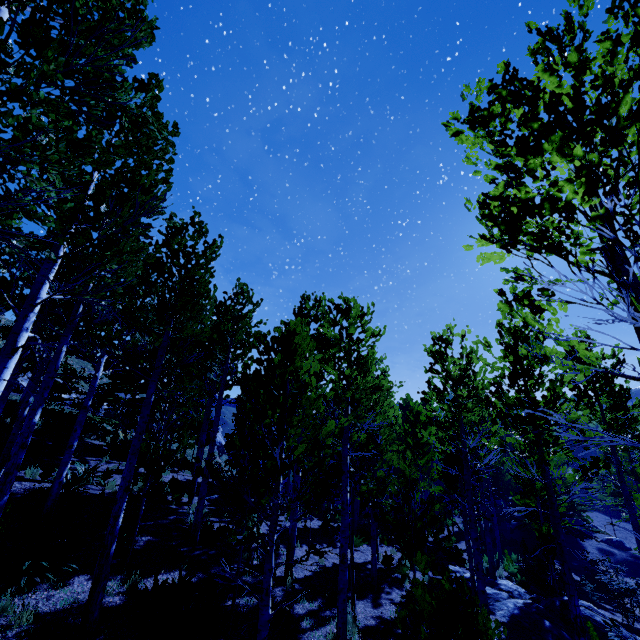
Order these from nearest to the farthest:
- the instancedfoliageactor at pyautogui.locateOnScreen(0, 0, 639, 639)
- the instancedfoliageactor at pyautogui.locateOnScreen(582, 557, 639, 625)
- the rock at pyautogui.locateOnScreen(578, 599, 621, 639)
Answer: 1. the instancedfoliageactor at pyautogui.locateOnScreen(0, 0, 639, 639)
2. the rock at pyautogui.locateOnScreen(578, 599, 621, 639)
3. the instancedfoliageactor at pyautogui.locateOnScreen(582, 557, 639, 625)

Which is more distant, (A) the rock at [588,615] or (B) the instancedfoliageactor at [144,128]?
(A) the rock at [588,615]

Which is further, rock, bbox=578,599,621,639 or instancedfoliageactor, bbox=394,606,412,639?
rock, bbox=578,599,621,639

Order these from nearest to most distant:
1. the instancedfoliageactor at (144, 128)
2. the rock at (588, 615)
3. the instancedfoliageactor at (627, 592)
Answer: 1. the instancedfoliageactor at (144, 128)
2. the rock at (588, 615)
3. the instancedfoliageactor at (627, 592)

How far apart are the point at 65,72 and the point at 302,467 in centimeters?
611cm
